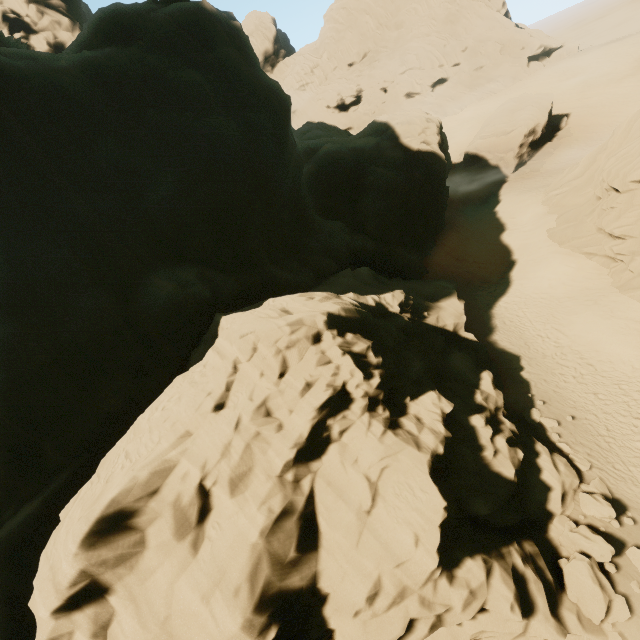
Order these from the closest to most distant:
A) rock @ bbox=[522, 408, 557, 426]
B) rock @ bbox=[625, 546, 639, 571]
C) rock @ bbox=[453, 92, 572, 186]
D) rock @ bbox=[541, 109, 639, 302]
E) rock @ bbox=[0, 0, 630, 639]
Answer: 1. rock @ bbox=[0, 0, 630, 639]
2. rock @ bbox=[625, 546, 639, 571]
3. rock @ bbox=[522, 408, 557, 426]
4. rock @ bbox=[541, 109, 639, 302]
5. rock @ bbox=[453, 92, 572, 186]

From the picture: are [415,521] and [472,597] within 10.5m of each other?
yes

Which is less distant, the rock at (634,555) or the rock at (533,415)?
the rock at (634,555)

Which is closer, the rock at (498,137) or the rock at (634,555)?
the rock at (634,555)

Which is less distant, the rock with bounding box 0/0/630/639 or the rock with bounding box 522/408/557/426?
the rock with bounding box 0/0/630/639

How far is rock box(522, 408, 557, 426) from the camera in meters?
16.0

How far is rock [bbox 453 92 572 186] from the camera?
36.4m
